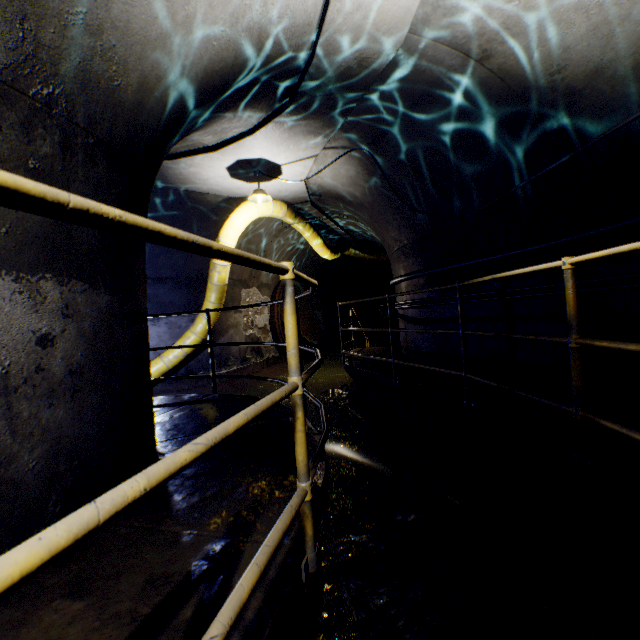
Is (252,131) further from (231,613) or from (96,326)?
(231,613)

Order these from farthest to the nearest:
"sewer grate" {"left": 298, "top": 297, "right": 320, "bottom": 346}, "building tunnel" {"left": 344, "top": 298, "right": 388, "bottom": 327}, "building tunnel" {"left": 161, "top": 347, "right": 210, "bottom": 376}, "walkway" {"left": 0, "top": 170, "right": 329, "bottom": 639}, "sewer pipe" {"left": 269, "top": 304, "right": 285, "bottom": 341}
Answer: "building tunnel" {"left": 344, "top": 298, "right": 388, "bottom": 327}
"sewer grate" {"left": 298, "top": 297, "right": 320, "bottom": 346}
"sewer pipe" {"left": 269, "top": 304, "right": 285, "bottom": 341}
"building tunnel" {"left": 161, "top": 347, "right": 210, "bottom": 376}
"walkway" {"left": 0, "top": 170, "right": 329, "bottom": 639}

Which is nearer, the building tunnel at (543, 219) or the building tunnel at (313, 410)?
the building tunnel at (543, 219)

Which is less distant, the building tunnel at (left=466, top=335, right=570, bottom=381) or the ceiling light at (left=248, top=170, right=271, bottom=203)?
the building tunnel at (left=466, top=335, right=570, bottom=381)

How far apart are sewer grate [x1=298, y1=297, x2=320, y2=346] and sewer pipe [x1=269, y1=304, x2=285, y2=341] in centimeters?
1cm

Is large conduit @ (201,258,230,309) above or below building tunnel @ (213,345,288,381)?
above

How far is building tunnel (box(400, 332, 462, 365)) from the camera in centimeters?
533cm

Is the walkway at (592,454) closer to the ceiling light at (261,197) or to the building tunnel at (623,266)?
the building tunnel at (623,266)
